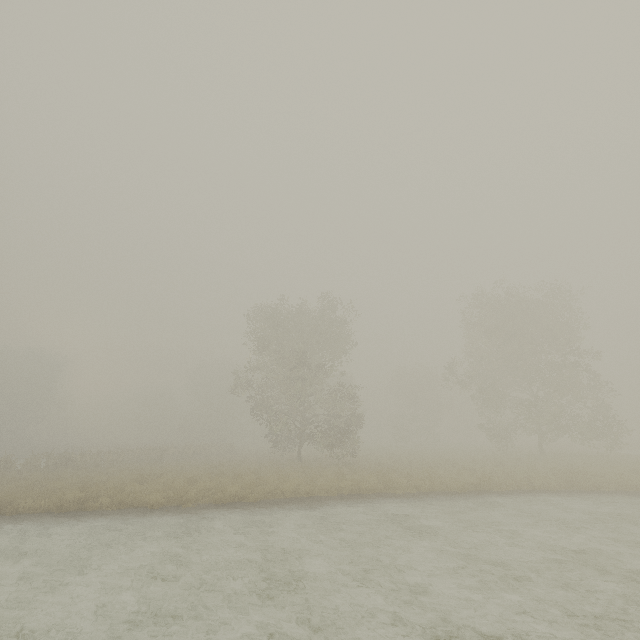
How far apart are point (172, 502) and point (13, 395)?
57.9 meters
